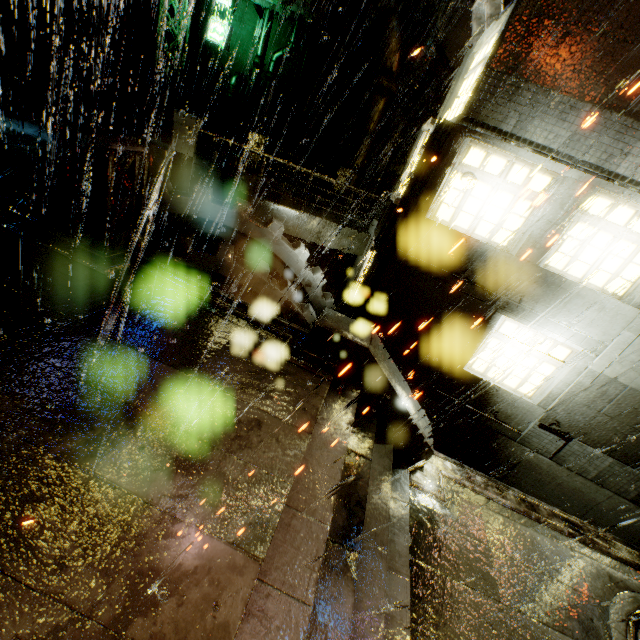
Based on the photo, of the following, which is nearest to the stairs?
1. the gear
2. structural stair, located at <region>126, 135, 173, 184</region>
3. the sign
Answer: the gear

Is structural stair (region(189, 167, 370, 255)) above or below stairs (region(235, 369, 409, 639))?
above

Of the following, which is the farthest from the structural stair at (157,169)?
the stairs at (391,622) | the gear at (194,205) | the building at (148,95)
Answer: the stairs at (391,622)

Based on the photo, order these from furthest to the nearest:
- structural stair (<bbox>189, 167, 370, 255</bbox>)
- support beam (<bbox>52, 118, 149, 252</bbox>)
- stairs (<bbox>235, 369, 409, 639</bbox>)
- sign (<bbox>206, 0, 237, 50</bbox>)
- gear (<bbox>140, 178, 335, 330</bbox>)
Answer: sign (<bbox>206, 0, 237, 50</bbox>), structural stair (<bbox>189, 167, 370, 255</bbox>), gear (<bbox>140, 178, 335, 330</bbox>), support beam (<bbox>52, 118, 149, 252</bbox>), stairs (<bbox>235, 369, 409, 639</bbox>)

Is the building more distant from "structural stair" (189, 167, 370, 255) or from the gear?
the gear

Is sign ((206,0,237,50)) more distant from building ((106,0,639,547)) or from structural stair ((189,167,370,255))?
structural stair ((189,167,370,255))

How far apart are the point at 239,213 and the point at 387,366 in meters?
6.2 m

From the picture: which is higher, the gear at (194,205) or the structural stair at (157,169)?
the structural stair at (157,169)
